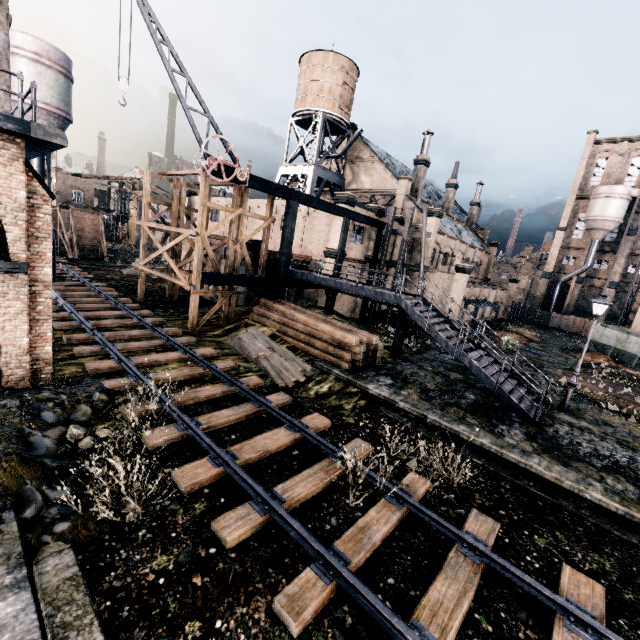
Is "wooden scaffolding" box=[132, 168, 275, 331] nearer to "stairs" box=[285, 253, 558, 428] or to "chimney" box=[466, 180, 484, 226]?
"stairs" box=[285, 253, 558, 428]

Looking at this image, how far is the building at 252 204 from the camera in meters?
33.7 m

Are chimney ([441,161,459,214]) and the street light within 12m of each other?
no

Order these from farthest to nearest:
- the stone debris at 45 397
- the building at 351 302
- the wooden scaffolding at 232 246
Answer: the building at 351 302, the wooden scaffolding at 232 246, the stone debris at 45 397

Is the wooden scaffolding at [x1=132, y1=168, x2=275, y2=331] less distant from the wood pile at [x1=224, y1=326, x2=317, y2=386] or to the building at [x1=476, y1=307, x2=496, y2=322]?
the building at [x1=476, y1=307, x2=496, y2=322]

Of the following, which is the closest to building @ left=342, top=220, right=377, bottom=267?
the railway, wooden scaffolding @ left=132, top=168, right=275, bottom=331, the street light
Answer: wooden scaffolding @ left=132, top=168, right=275, bottom=331

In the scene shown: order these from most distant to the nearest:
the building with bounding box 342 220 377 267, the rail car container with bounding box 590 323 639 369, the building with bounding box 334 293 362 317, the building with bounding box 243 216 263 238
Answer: the building with bounding box 243 216 263 238 < the rail car container with bounding box 590 323 639 369 < the building with bounding box 334 293 362 317 < the building with bounding box 342 220 377 267

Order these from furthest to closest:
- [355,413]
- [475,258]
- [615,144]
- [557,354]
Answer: [615,144], [475,258], [557,354], [355,413]
